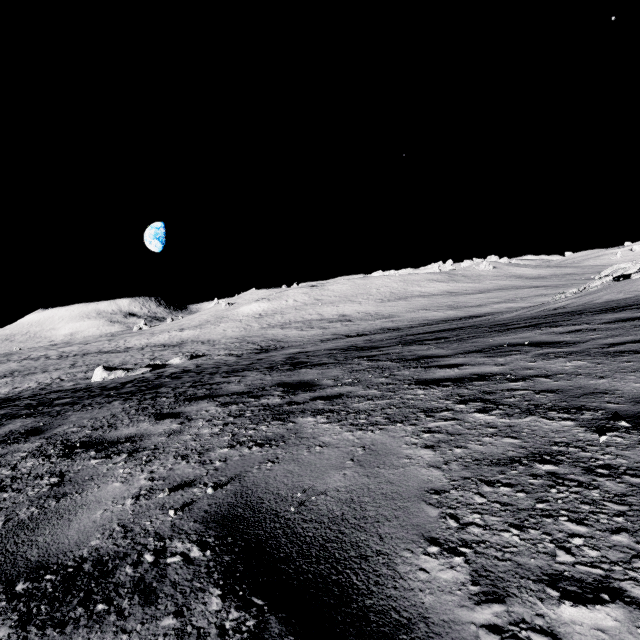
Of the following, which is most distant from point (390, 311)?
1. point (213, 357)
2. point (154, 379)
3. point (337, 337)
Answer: point (154, 379)

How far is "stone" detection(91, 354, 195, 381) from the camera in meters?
24.8

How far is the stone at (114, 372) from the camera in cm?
2475
